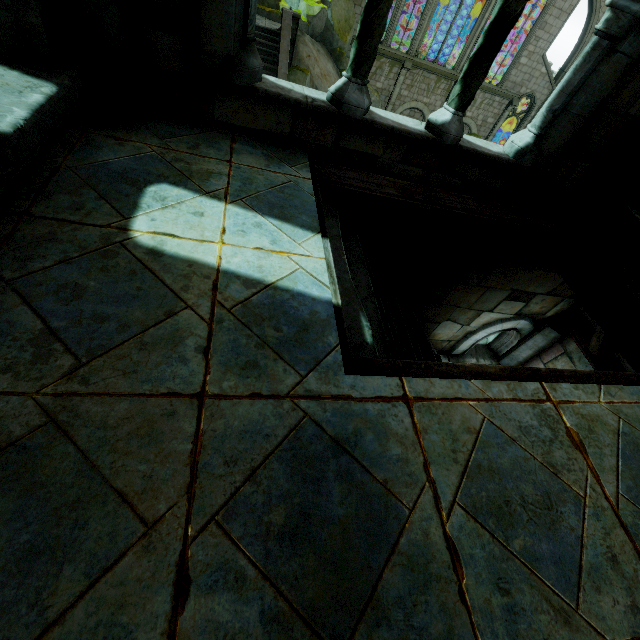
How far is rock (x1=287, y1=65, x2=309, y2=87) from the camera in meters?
17.6

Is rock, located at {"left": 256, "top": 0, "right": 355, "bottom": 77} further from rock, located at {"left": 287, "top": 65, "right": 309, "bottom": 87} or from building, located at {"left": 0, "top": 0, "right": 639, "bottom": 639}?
rock, located at {"left": 287, "top": 65, "right": 309, "bottom": 87}

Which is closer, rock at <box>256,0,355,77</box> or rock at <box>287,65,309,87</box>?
rock at <box>287,65,309,87</box>

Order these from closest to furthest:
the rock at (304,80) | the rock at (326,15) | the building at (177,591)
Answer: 1. the building at (177,591)
2. the rock at (304,80)
3. the rock at (326,15)

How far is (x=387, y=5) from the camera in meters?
2.3

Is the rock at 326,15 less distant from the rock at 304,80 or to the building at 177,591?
the building at 177,591

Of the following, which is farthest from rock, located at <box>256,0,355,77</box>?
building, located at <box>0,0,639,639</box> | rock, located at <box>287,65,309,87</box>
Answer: rock, located at <box>287,65,309,87</box>
